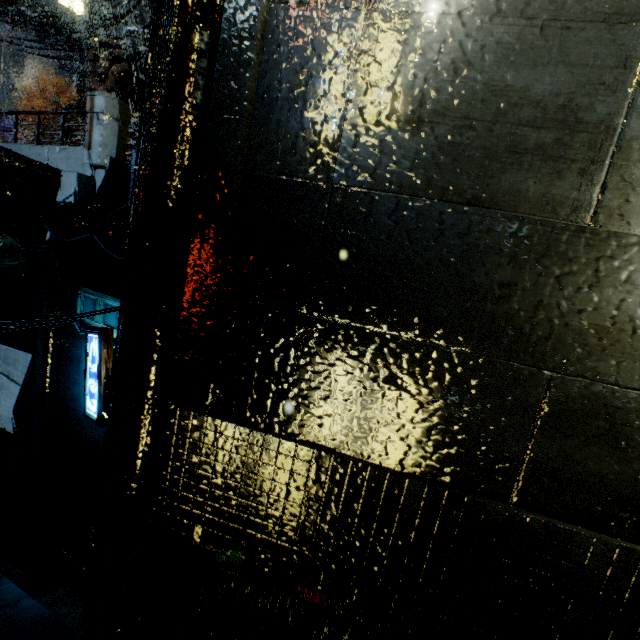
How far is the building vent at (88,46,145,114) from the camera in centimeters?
1712cm

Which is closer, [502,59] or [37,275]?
[502,59]

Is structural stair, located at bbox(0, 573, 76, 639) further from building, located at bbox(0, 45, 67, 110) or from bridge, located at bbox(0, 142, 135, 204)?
bridge, located at bbox(0, 142, 135, 204)

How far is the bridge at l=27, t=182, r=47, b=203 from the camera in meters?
11.1 m

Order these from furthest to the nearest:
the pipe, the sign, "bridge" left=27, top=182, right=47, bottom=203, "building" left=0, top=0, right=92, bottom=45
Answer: the pipe, "building" left=0, top=0, right=92, bottom=45, "bridge" left=27, top=182, right=47, bottom=203, the sign

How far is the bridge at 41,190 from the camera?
11.12m

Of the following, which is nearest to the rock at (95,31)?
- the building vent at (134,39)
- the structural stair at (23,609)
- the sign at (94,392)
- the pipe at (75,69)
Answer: the pipe at (75,69)

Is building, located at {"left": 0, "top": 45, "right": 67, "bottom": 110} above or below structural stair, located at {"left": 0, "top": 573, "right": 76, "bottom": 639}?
above
